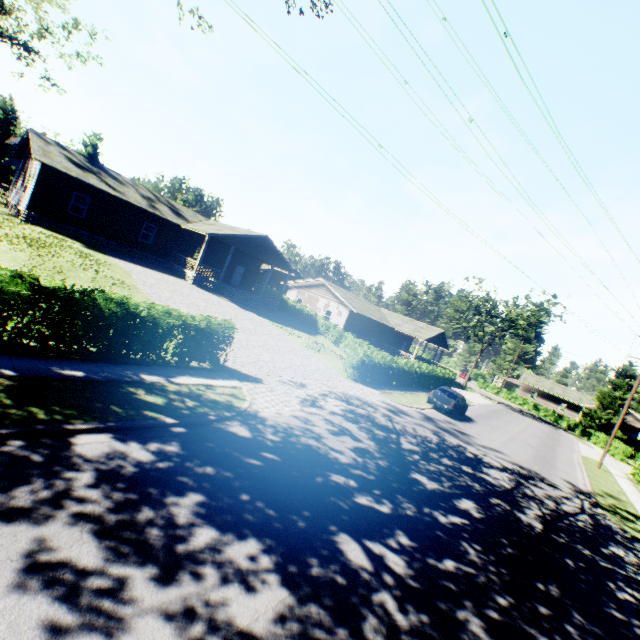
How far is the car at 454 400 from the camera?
21.39m

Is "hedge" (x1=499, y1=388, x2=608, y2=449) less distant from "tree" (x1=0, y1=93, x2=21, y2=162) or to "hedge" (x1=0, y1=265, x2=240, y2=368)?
"hedge" (x1=0, y1=265, x2=240, y2=368)

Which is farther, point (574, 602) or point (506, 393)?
point (506, 393)

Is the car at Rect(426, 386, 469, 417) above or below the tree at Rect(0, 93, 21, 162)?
below

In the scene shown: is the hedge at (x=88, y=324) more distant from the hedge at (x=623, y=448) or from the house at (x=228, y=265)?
the hedge at (x=623, y=448)

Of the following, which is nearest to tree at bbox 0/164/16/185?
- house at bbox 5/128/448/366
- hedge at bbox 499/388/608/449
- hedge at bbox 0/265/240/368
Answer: house at bbox 5/128/448/366

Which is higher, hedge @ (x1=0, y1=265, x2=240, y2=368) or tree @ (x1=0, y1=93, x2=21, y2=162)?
tree @ (x1=0, y1=93, x2=21, y2=162)

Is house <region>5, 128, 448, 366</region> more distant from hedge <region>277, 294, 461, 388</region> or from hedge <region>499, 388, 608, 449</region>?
hedge <region>499, 388, 608, 449</region>
